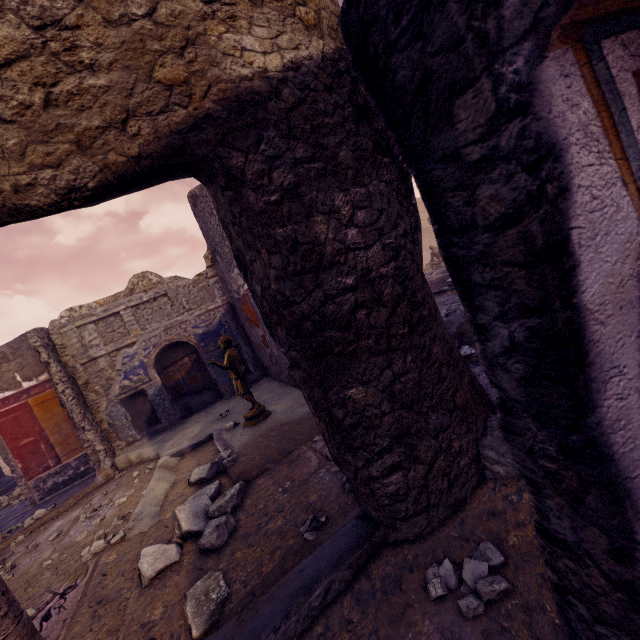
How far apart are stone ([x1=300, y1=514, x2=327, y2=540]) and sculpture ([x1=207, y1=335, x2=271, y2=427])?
2.3m

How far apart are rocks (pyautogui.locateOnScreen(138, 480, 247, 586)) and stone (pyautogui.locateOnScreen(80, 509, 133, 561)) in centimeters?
49cm

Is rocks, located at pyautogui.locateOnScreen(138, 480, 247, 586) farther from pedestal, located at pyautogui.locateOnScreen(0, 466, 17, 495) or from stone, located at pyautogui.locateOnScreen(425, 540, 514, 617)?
pedestal, located at pyautogui.locateOnScreen(0, 466, 17, 495)

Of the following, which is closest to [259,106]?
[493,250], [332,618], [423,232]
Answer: [493,250]

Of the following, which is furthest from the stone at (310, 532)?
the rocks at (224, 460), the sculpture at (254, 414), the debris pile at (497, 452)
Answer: the sculpture at (254, 414)

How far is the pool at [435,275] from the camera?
11.0 meters

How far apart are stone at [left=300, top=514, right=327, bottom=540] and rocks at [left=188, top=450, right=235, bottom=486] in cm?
161

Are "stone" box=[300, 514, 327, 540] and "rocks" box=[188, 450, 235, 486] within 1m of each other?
no
